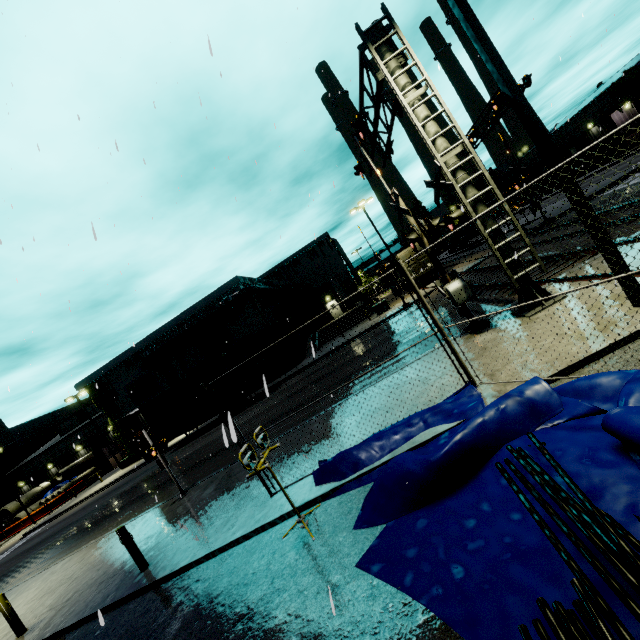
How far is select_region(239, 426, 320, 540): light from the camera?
5.4m

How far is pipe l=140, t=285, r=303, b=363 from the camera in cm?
3109

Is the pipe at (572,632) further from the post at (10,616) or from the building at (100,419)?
the post at (10,616)

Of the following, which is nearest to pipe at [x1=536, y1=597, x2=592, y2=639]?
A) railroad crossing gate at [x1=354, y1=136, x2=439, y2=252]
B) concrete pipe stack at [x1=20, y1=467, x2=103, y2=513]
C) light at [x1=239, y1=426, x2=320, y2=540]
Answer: light at [x1=239, y1=426, x2=320, y2=540]

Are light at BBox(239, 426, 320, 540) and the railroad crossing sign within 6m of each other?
no

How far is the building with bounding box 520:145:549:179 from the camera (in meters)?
53.81

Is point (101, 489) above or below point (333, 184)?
below

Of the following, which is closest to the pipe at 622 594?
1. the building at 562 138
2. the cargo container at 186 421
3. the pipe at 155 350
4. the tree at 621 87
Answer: the building at 562 138
